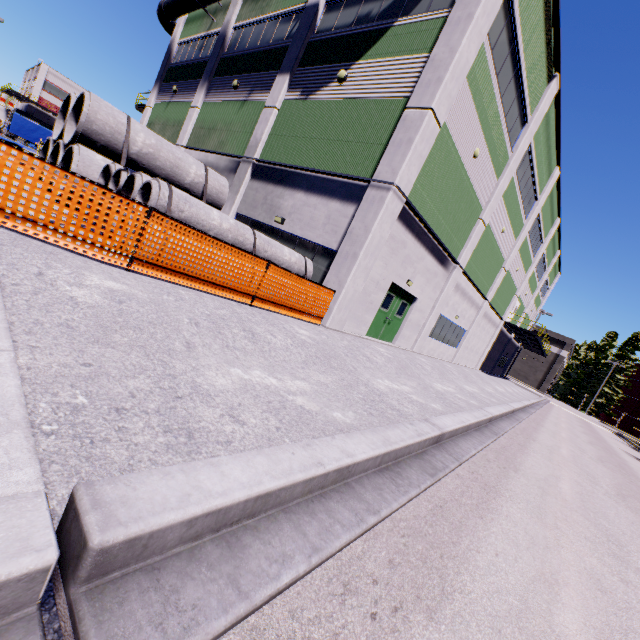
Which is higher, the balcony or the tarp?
the balcony

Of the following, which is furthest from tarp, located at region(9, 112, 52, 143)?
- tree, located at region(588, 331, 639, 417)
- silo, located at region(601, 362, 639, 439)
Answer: tree, located at region(588, 331, 639, 417)

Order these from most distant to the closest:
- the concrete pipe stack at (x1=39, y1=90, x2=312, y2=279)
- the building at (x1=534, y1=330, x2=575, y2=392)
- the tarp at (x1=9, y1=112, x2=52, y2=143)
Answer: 1. the building at (x1=534, y1=330, x2=575, y2=392)
2. the tarp at (x1=9, y1=112, x2=52, y2=143)
3. the concrete pipe stack at (x1=39, y1=90, x2=312, y2=279)

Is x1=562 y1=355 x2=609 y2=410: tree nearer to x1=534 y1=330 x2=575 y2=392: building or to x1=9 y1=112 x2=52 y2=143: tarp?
x1=534 y1=330 x2=575 y2=392: building

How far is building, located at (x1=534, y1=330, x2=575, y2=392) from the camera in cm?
5803

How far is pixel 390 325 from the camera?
14.8 meters

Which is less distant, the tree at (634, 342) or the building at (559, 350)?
the tree at (634, 342)

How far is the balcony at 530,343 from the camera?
28.4m
